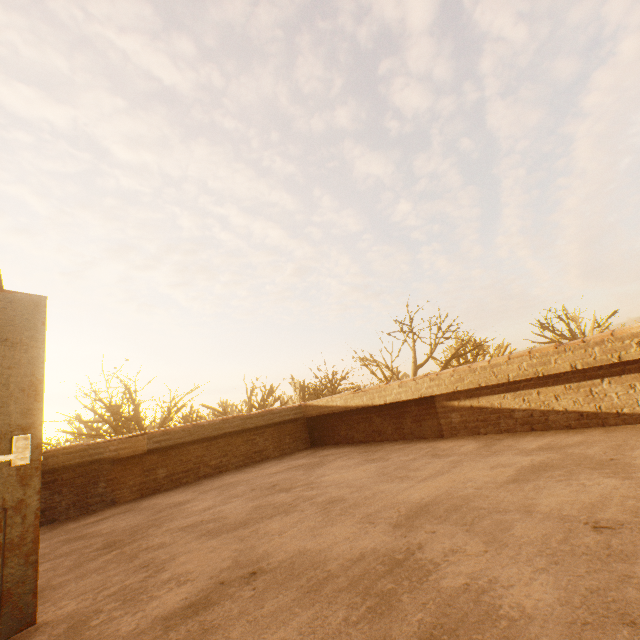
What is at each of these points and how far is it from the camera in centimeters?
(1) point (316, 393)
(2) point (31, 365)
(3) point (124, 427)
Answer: (1) tree, 2425cm
(2) door, 226cm
(3) tree, 1777cm

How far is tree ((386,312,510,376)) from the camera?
18.2m

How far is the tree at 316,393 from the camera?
21.0 meters

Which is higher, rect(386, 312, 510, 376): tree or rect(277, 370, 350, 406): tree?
rect(386, 312, 510, 376): tree

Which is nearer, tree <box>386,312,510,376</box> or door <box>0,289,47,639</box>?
door <box>0,289,47,639</box>

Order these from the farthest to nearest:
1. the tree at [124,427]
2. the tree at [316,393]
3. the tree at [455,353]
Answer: the tree at [316,393] → the tree at [455,353] → the tree at [124,427]

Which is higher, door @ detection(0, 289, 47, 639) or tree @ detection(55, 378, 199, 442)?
tree @ detection(55, 378, 199, 442)
